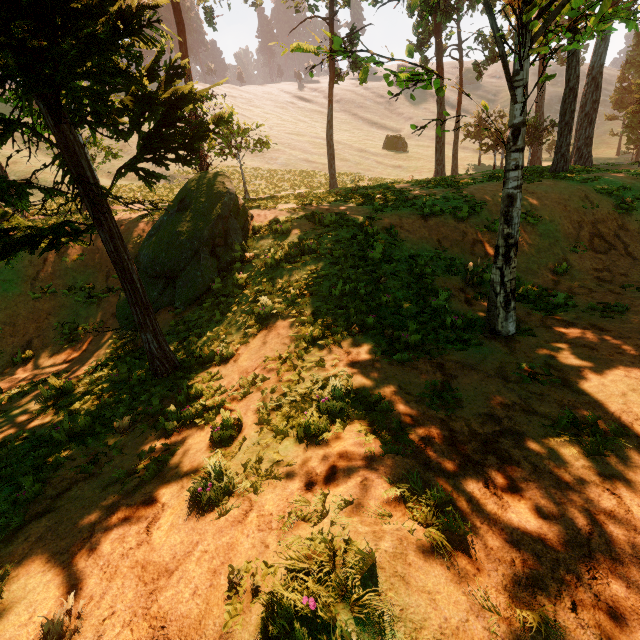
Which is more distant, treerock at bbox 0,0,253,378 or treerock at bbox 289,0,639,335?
treerock at bbox 289,0,639,335

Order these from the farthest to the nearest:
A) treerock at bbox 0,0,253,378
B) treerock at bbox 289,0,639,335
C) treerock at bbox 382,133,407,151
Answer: treerock at bbox 382,133,407,151 → treerock at bbox 289,0,639,335 → treerock at bbox 0,0,253,378

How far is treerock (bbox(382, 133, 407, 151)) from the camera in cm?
5044

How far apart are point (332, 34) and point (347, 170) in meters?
14.3

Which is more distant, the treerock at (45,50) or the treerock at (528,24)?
the treerock at (528,24)

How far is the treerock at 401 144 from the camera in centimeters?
5044cm
